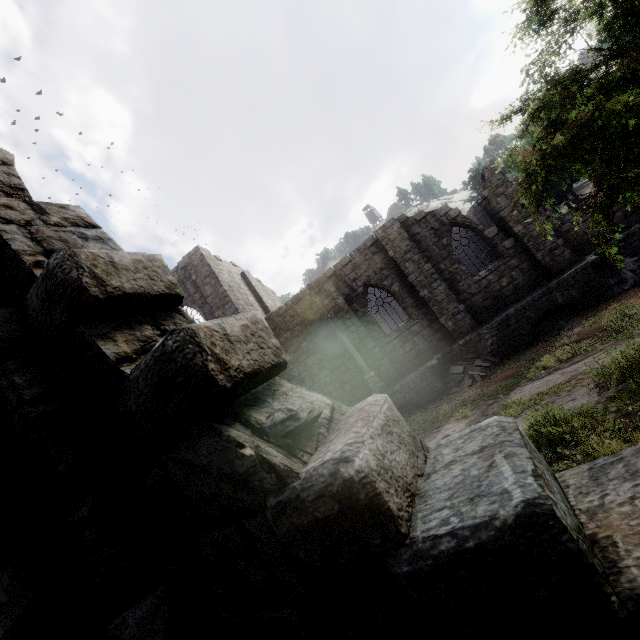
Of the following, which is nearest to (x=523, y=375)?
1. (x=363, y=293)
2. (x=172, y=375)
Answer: (x=363, y=293)

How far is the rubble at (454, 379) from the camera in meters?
13.6

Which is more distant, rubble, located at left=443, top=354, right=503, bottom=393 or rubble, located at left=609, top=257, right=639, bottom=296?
rubble, located at left=443, top=354, right=503, bottom=393

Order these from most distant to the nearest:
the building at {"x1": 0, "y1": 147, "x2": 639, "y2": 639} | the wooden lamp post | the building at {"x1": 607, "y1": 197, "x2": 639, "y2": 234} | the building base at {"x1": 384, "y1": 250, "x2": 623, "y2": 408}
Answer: the wooden lamp post < the building at {"x1": 607, "y1": 197, "x2": 639, "y2": 234} < the building base at {"x1": 384, "y1": 250, "x2": 623, "y2": 408} < the building at {"x1": 0, "y1": 147, "x2": 639, "y2": 639}

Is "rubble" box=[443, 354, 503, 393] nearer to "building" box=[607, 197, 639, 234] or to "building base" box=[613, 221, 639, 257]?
"building base" box=[613, 221, 639, 257]

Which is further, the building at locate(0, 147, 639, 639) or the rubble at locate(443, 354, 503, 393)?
the rubble at locate(443, 354, 503, 393)

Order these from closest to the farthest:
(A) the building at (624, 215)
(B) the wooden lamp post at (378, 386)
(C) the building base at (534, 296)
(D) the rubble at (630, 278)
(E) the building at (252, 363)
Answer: (E) the building at (252, 363)
(D) the rubble at (630, 278)
(C) the building base at (534, 296)
(A) the building at (624, 215)
(B) the wooden lamp post at (378, 386)

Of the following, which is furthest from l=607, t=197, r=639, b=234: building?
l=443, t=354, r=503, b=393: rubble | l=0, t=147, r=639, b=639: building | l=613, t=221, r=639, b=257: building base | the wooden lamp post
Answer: the wooden lamp post
